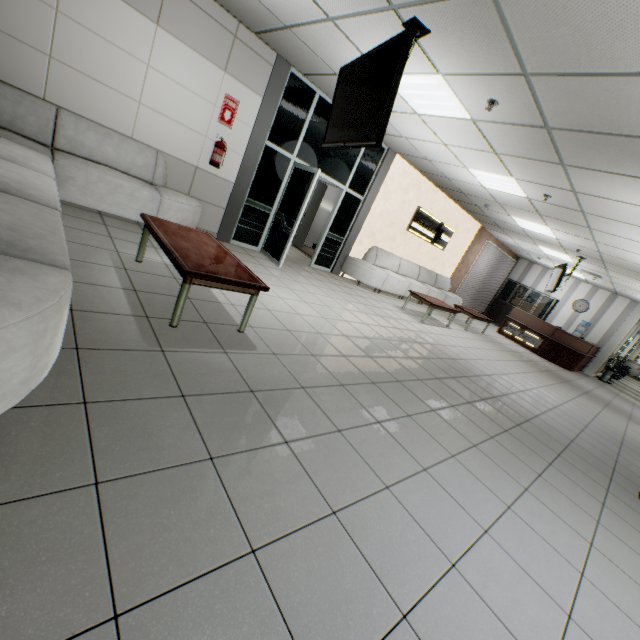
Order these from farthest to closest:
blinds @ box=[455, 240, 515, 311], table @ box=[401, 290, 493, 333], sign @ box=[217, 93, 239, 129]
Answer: blinds @ box=[455, 240, 515, 311] < table @ box=[401, 290, 493, 333] < sign @ box=[217, 93, 239, 129]

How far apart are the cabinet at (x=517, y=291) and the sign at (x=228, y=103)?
14.3m

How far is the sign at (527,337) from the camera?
11.8 meters

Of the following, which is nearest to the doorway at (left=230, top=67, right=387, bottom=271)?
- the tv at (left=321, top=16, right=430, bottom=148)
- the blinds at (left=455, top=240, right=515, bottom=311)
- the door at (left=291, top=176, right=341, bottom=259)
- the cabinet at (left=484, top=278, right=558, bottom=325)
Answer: the door at (left=291, top=176, right=341, bottom=259)

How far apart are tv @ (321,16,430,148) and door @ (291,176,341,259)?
4.76m

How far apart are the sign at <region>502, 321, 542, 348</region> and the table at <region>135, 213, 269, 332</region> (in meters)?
12.12

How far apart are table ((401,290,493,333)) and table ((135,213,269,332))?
5.4 meters

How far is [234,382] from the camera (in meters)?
2.35
